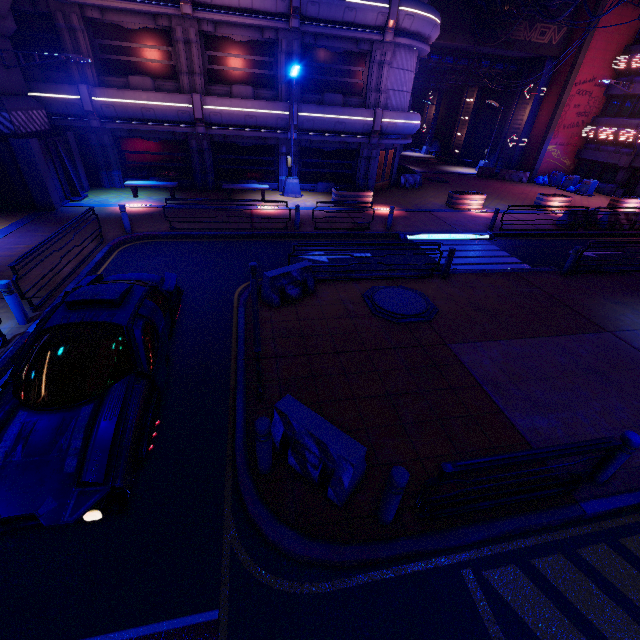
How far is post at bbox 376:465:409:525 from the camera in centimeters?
381cm

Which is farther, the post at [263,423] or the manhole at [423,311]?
the manhole at [423,311]

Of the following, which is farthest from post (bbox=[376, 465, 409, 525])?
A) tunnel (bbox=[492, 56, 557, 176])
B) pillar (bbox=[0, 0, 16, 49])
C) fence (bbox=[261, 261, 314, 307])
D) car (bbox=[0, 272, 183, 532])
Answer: tunnel (bbox=[492, 56, 557, 176])

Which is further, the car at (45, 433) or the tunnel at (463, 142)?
the tunnel at (463, 142)

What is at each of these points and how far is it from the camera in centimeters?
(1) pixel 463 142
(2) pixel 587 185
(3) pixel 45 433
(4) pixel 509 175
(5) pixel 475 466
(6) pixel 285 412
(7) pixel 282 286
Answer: (1) tunnel, 3719cm
(2) trash can, 2581cm
(3) car, 405cm
(4) fence, 2978cm
(5) railing, 380cm
(6) fence, 473cm
(7) fence, 876cm

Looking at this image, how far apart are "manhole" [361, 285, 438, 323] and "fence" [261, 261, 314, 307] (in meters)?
1.35

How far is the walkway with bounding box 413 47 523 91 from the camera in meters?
27.5

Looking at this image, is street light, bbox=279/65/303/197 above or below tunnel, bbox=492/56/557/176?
below
